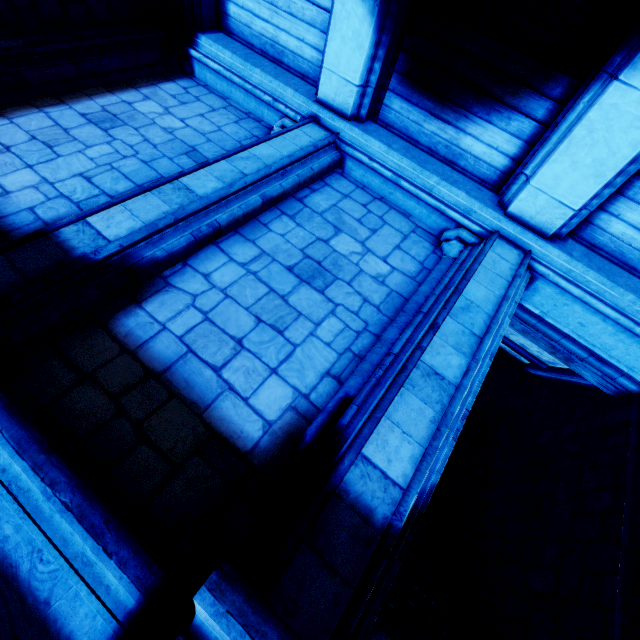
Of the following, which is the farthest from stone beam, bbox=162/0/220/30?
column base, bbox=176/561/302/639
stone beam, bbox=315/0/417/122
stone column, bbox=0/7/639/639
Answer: column base, bbox=176/561/302/639

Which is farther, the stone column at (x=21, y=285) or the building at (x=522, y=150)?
the building at (x=522, y=150)

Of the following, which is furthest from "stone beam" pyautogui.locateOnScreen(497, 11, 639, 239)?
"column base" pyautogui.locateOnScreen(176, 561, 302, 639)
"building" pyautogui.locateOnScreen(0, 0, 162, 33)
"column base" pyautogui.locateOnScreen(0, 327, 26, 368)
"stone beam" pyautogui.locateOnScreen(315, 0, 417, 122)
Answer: "column base" pyautogui.locateOnScreen(0, 327, 26, 368)

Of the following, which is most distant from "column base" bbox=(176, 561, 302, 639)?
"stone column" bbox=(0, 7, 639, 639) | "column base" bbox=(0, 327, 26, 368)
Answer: "column base" bbox=(0, 327, 26, 368)

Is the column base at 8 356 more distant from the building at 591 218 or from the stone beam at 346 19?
the stone beam at 346 19

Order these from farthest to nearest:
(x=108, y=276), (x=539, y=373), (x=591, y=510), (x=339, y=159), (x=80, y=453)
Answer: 1. (x=539, y=373)
2. (x=339, y=159)
3. (x=591, y=510)
4. (x=108, y=276)
5. (x=80, y=453)

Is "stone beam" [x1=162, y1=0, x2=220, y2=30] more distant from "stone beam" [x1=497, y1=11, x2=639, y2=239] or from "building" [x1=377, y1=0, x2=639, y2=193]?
"stone beam" [x1=497, y1=11, x2=639, y2=239]
